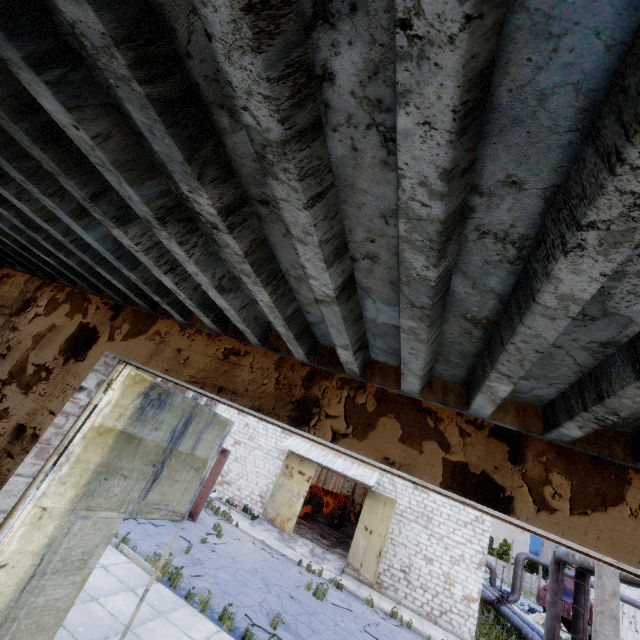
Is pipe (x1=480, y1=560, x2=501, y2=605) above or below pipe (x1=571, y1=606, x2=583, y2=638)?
below

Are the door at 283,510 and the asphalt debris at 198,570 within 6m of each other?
no

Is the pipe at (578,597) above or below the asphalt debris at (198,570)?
above

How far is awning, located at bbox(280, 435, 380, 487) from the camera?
18.42m

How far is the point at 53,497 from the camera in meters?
3.6 m

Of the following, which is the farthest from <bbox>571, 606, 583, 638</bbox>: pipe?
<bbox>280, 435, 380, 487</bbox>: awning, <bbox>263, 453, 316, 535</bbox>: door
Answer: <bbox>263, 453, 316, 535</bbox>: door

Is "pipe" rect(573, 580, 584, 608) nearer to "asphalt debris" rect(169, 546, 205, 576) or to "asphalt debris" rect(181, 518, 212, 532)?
"asphalt debris" rect(169, 546, 205, 576)

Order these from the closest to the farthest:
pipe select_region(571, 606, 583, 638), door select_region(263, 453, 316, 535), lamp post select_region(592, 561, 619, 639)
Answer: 1. lamp post select_region(592, 561, 619, 639)
2. pipe select_region(571, 606, 583, 638)
3. door select_region(263, 453, 316, 535)
